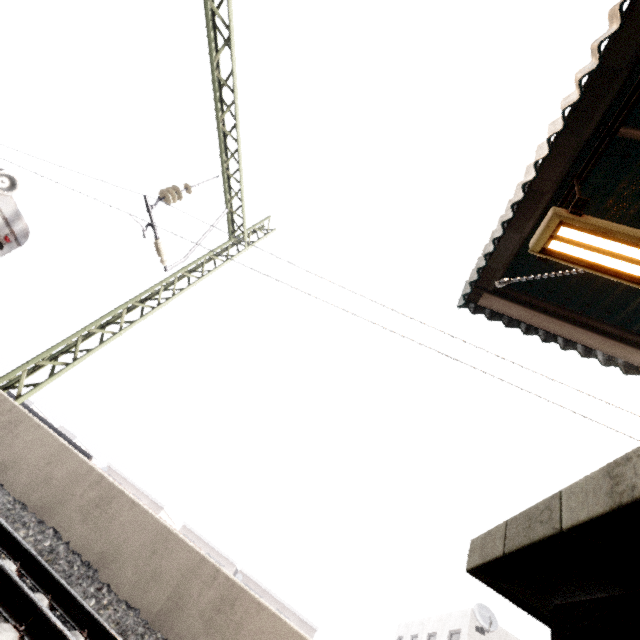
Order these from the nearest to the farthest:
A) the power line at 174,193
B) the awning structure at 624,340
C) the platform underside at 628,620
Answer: the platform underside at 628,620, the awning structure at 624,340, the power line at 174,193

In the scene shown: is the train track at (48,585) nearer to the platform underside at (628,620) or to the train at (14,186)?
the train at (14,186)

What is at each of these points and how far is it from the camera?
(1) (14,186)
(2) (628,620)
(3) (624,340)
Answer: (1) train, 7.9m
(2) platform underside, 0.7m
(3) awning structure, 4.5m

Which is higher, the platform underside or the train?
the train

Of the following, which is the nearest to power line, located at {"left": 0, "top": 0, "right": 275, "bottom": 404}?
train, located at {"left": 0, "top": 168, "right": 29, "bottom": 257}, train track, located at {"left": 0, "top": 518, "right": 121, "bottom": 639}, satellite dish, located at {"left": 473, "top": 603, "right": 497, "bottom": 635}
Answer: train track, located at {"left": 0, "top": 518, "right": 121, "bottom": 639}

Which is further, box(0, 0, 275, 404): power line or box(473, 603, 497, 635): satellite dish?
box(473, 603, 497, 635): satellite dish

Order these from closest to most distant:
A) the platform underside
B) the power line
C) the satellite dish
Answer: the platform underside → the power line → the satellite dish

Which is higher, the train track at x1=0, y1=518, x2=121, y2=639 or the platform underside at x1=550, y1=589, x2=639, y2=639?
the platform underside at x1=550, y1=589, x2=639, y2=639
